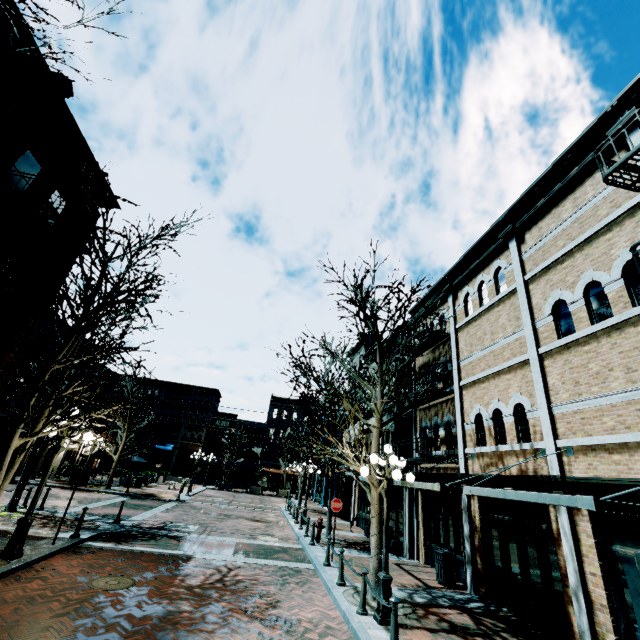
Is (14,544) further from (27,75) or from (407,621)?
(27,75)

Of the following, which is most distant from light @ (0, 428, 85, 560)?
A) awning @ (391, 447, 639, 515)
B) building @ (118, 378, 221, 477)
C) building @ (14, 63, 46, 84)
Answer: building @ (118, 378, 221, 477)

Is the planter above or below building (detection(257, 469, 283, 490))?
below

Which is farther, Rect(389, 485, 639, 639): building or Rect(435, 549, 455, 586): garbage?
Rect(435, 549, 455, 586): garbage

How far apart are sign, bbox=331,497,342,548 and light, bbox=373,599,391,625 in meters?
4.6 m

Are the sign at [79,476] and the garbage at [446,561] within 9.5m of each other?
no

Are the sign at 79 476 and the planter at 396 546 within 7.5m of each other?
no

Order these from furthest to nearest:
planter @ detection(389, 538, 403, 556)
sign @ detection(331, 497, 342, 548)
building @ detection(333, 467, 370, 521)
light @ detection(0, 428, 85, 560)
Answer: building @ detection(333, 467, 370, 521), planter @ detection(389, 538, 403, 556), sign @ detection(331, 497, 342, 548), light @ detection(0, 428, 85, 560)
